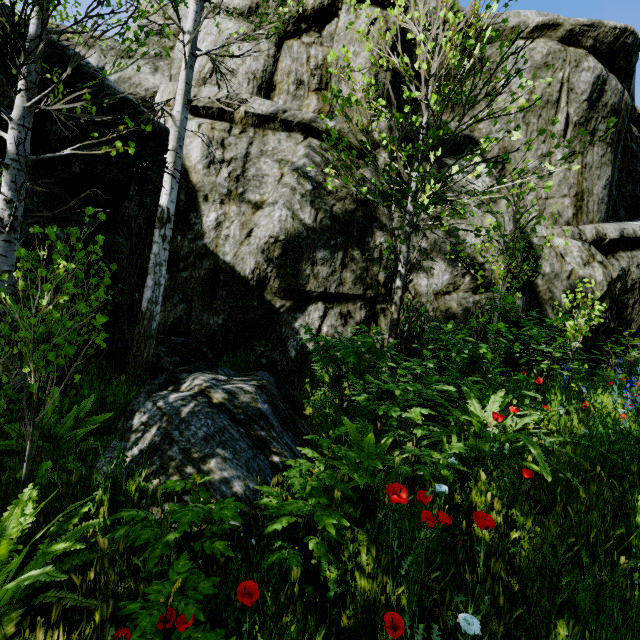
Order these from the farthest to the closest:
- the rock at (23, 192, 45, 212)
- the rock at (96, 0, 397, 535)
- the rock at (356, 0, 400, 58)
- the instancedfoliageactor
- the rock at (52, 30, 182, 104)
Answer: the rock at (356, 0, 400, 58), the rock at (52, 30, 182, 104), the rock at (23, 192, 45, 212), the rock at (96, 0, 397, 535), the instancedfoliageactor

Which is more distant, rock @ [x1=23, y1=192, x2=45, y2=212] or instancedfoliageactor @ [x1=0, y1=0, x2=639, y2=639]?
rock @ [x1=23, y1=192, x2=45, y2=212]

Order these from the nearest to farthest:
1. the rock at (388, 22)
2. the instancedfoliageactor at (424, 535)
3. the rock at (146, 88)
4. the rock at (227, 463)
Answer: the instancedfoliageactor at (424, 535) < the rock at (227, 463) < the rock at (146, 88) < the rock at (388, 22)

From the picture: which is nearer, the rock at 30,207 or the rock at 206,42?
the rock at 30,207

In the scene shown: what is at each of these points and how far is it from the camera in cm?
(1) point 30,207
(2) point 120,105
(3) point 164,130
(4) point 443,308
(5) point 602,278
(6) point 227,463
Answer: (1) rock, 449
(2) rock, 588
(3) rock, 666
(4) rock, 695
(5) rock, 768
(6) rock, 262

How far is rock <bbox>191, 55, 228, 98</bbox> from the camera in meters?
7.1 m

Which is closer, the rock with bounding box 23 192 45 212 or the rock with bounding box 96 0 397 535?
the rock with bounding box 96 0 397 535
